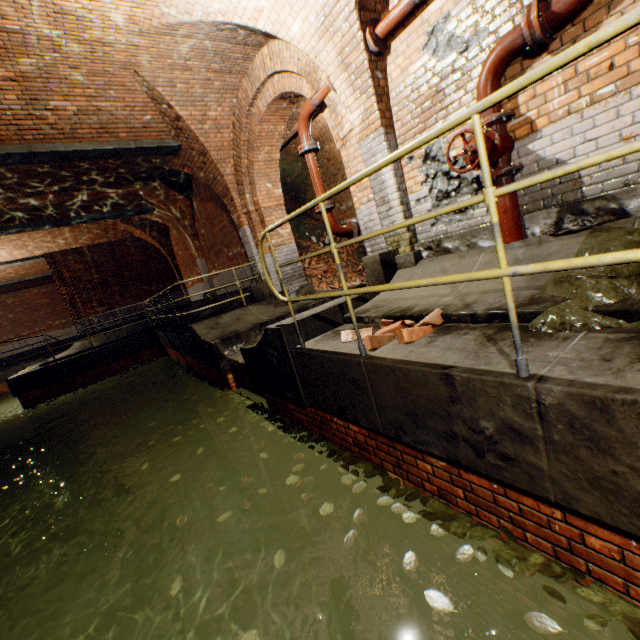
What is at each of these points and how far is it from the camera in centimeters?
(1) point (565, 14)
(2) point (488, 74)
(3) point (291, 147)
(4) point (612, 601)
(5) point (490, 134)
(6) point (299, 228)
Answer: (1) pipe, 255cm
(2) pipe, 306cm
(3) building tunnel, 1030cm
(4) leaves, 164cm
(5) valve, 301cm
(6) brick pile, 1295cm

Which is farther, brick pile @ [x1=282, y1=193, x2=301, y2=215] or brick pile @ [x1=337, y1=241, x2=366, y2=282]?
brick pile @ [x1=282, y1=193, x2=301, y2=215]

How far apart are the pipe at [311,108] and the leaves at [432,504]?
4.5m

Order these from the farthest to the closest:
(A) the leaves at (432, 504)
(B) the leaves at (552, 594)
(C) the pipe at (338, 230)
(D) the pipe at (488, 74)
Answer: (C) the pipe at (338, 230) < (D) the pipe at (488, 74) < (A) the leaves at (432, 504) < (B) the leaves at (552, 594)

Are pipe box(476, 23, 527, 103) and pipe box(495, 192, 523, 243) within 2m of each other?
yes

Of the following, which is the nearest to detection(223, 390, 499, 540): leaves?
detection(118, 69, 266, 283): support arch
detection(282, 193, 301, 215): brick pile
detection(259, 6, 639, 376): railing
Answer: detection(259, 6, 639, 376): railing

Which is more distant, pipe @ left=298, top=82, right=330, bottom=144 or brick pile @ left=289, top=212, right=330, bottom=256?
brick pile @ left=289, top=212, right=330, bottom=256

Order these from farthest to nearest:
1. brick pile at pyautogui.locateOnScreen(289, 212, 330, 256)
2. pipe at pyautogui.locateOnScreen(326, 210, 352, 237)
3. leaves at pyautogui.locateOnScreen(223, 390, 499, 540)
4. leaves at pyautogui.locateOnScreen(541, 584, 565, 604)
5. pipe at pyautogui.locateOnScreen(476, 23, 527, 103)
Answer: brick pile at pyautogui.locateOnScreen(289, 212, 330, 256), pipe at pyautogui.locateOnScreen(326, 210, 352, 237), pipe at pyautogui.locateOnScreen(476, 23, 527, 103), leaves at pyautogui.locateOnScreen(223, 390, 499, 540), leaves at pyautogui.locateOnScreen(541, 584, 565, 604)
